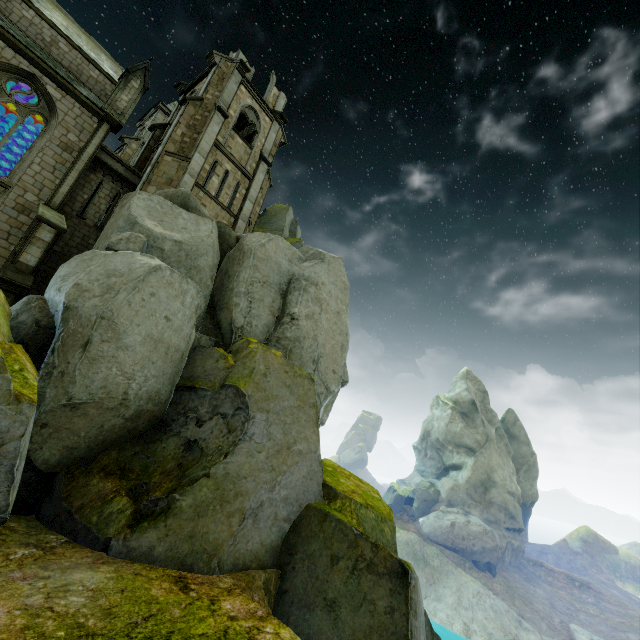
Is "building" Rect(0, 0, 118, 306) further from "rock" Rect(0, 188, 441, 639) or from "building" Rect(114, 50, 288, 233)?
"building" Rect(114, 50, 288, 233)

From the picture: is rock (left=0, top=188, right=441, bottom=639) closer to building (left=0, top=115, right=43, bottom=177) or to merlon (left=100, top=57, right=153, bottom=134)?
building (left=0, top=115, right=43, bottom=177)

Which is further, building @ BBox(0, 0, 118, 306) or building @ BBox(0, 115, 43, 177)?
building @ BBox(0, 115, 43, 177)

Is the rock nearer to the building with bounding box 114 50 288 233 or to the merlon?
the building with bounding box 114 50 288 233

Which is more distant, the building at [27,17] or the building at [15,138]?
the building at [15,138]

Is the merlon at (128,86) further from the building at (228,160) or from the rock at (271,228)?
the rock at (271,228)

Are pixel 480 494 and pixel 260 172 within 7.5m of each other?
no

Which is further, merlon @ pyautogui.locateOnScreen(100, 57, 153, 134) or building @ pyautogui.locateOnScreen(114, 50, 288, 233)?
building @ pyautogui.locateOnScreen(114, 50, 288, 233)
